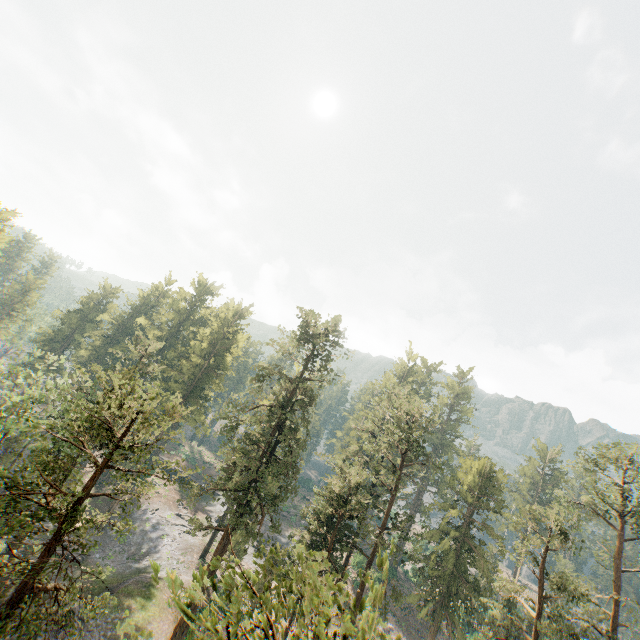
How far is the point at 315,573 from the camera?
4.6m

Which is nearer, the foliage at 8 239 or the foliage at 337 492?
the foliage at 337 492

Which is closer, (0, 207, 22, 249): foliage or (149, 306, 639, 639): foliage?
(149, 306, 639, 639): foliage

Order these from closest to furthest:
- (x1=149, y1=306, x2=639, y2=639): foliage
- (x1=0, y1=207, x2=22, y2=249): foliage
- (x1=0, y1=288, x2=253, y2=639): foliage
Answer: (x1=149, y1=306, x2=639, y2=639): foliage < (x1=0, y1=288, x2=253, y2=639): foliage < (x1=0, y1=207, x2=22, y2=249): foliage
